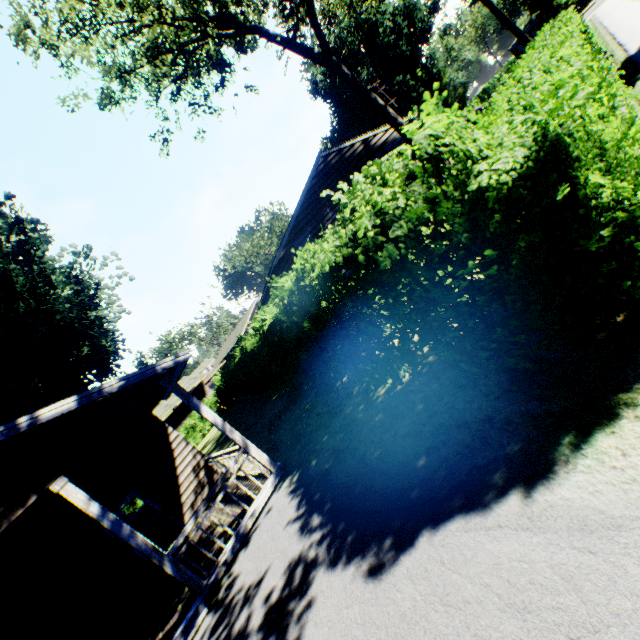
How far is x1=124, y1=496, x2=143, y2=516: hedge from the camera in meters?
25.8

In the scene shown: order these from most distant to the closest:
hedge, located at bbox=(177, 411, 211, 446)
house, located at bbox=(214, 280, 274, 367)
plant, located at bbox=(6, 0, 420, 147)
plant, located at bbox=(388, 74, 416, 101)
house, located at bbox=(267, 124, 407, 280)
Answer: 1. plant, located at bbox=(388, 74, 416, 101)
2. hedge, located at bbox=(177, 411, 211, 446)
3. house, located at bbox=(214, 280, 274, 367)
4. house, located at bbox=(267, 124, 407, 280)
5. plant, located at bbox=(6, 0, 420, 147)

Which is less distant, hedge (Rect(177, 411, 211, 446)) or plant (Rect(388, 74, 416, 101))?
hedge (Rect(177, 411, 211, 446))

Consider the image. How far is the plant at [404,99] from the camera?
57.8m

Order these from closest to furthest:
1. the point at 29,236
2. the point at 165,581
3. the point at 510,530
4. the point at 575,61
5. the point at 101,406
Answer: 1. the point at 510,530
2. the point at 575,61
3. the point at 101,406
4. the point at 165,581
5. the point at 29,236

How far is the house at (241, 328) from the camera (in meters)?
25.67

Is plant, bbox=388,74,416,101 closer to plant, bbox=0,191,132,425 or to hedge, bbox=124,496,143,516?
plant, bbox=0,191,132,425

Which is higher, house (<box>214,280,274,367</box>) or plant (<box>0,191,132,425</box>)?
plant (<box>0,191,132,425</box>)
